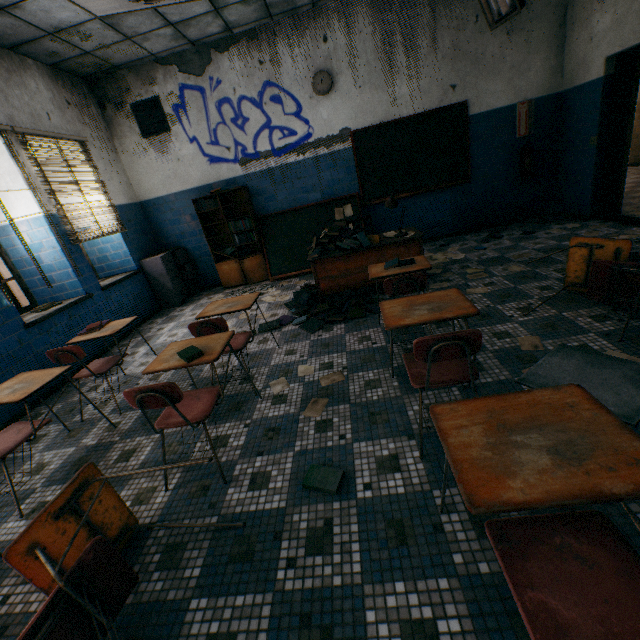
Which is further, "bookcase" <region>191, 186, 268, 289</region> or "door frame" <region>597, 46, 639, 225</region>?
"bookcase" <region>191, 186, 268, 289</region>

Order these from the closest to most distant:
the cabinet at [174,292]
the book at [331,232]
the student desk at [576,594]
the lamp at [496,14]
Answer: the student desk at [576,594] < the lamp at [496,14] < the book at [331,232] < the cabinet at [174,292]

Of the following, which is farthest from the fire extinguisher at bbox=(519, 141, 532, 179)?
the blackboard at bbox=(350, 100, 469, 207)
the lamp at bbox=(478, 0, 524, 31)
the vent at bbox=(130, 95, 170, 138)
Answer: the vent at bbox=(130, 95, 170, 138)

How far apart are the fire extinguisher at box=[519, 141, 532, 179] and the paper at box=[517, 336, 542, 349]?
4.4m

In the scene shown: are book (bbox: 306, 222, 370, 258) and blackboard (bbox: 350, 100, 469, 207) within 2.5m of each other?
yes

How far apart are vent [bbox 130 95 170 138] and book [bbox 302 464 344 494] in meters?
6.3

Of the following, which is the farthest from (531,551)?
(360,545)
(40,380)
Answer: (40,380)

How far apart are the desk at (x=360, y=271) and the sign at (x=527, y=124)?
3.07m
